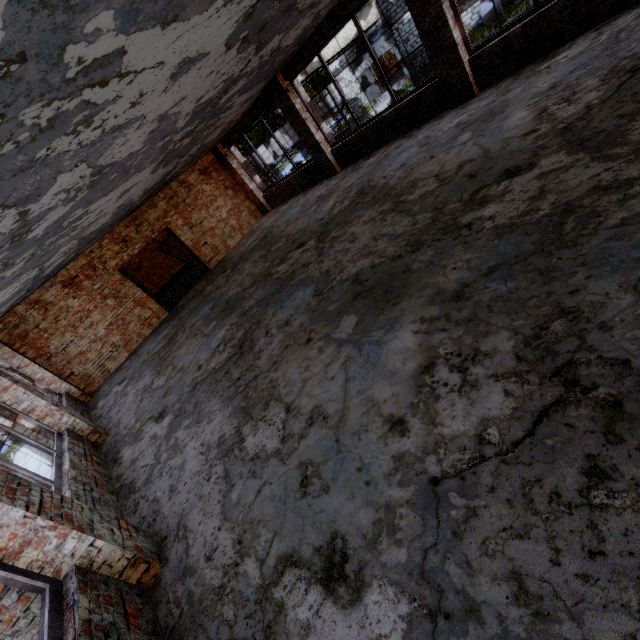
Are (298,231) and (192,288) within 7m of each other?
yes

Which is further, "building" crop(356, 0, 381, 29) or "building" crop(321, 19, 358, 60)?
"building" crop(356, 0, 381, 29)

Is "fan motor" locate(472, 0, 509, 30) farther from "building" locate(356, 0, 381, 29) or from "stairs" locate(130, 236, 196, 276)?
"stairs" locate(130, 236, 196, 276)

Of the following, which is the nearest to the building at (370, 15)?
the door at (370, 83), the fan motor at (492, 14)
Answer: the door at (370, 83)

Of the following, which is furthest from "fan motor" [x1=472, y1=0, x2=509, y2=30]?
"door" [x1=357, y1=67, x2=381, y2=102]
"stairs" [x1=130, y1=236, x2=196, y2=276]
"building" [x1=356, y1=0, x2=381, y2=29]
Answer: "stairs" [x1=130, y1=236, x2=196, y2=276]

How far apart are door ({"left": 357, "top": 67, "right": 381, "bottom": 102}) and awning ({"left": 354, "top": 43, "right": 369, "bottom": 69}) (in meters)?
0.48

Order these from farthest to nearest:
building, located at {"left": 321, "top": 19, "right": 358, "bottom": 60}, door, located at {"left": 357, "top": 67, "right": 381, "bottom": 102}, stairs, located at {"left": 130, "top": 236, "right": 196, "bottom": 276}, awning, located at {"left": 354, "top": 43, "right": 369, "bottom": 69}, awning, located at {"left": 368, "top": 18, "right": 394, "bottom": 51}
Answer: door, located at {"left": 357, "top": 67, "right": 381, "bottom": 102} < awning, located at {"left": 354, "top": 43, "right": 369, "bottom": 69} < awning, located at {"left": 368, "top": 18, "right": 394, "bottom": 51} < building, located at {"left": 321, "top": 19, "right": 358, "bottom": 60} < stairs, located at {"left": 130, "top": 236, "right": 196, "bottom": 276}

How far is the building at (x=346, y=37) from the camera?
19.5 meters
